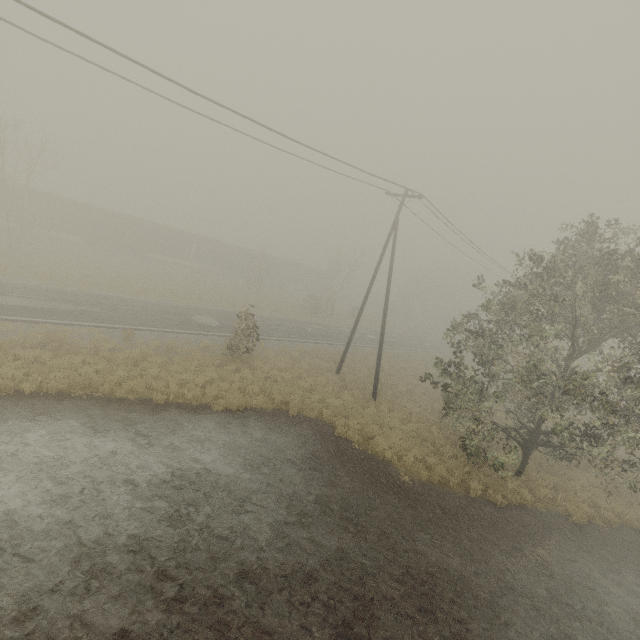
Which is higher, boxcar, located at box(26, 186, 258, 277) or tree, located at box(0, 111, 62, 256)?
tree, located at box(0, 111, 62, 256)

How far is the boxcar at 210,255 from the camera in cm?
3546

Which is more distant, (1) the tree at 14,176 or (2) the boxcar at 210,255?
(2) the boxcar at 210,255

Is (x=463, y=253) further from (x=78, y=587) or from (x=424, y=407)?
(x=78, y=587)

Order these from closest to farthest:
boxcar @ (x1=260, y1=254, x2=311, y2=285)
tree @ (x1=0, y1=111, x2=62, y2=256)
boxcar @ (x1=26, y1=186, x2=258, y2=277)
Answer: tree @ (x1=0, y1=111, x2=62, y2=256), boxcar @ (x1=26, y1=186, x2=258, y2=277), boxcar @ (x1=260, y1=254, x2=311, y2=285)

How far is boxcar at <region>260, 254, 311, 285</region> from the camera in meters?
54.1 m
